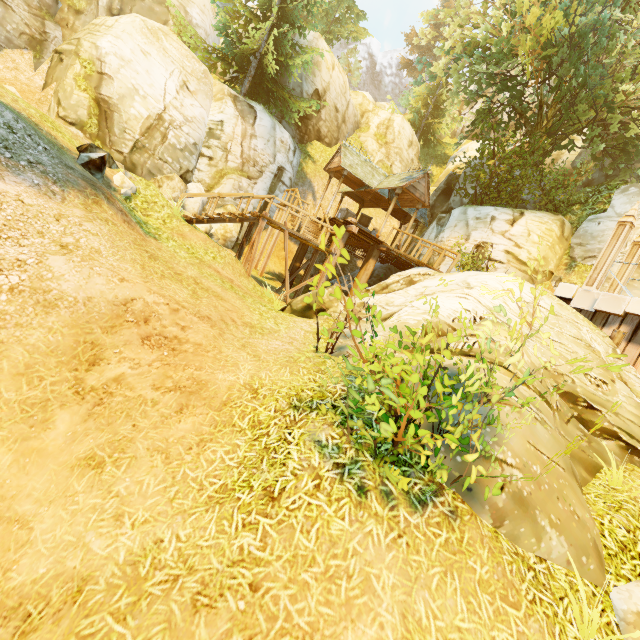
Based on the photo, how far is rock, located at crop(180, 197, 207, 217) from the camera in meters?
16.4 m

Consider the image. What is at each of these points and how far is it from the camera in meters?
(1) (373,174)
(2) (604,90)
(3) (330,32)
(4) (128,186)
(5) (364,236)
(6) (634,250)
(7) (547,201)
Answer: (1) building, 18.6
(2) tree, 14.4
(3) tree, 29.1
(4) rock, 9.2
(5) wooden platform, 16.2
(6) pillar, 9.9
(7) bush, 15.4

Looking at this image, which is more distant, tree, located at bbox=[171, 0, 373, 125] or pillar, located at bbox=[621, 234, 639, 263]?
tree, located at bbox=[171, 0, 373, 125]

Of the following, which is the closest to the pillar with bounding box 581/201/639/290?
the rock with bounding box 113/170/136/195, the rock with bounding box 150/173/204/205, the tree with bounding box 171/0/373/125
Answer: the tree with bounding box 171/0/373/125

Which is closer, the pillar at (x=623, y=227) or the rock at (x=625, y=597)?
the rock at (x=625, y=597)

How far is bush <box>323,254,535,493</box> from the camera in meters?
3.0 m

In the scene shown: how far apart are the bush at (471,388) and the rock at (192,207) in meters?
13.6

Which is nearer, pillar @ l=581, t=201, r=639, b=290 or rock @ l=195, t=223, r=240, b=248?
pillar @ l=581, t=201, r=639, b=290
